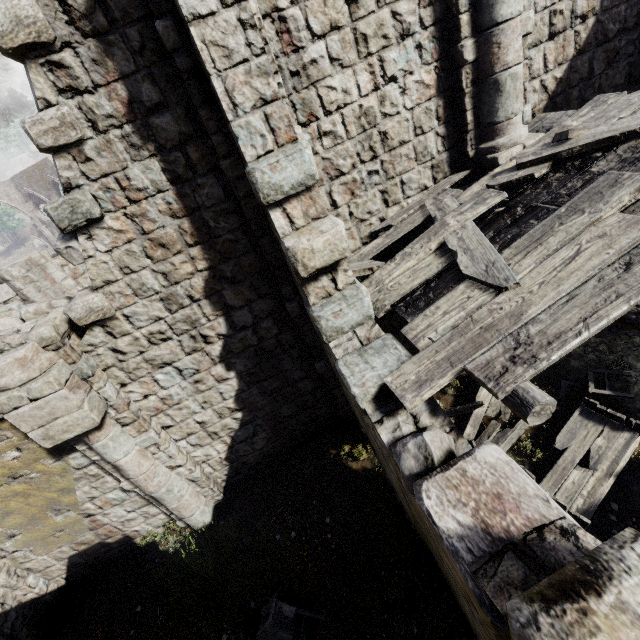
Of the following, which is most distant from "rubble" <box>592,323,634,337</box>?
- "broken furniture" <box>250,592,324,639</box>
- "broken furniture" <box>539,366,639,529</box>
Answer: "broken furniture" <box>250,592,324,639</box>

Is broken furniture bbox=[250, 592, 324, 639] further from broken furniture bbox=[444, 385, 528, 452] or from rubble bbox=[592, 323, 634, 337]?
rubble bbox=[592, 323, 634, 337]

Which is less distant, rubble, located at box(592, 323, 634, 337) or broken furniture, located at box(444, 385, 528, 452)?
broken furniture, located at box(444, 385, 528, 452)

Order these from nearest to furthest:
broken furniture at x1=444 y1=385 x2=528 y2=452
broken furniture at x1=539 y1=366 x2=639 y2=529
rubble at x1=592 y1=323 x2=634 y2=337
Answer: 1. broken furniture at x1=539 y1=366 x2=639 y2=529
2. broken furniture at x1=444 y1=385 x2=528 y2=452
3. rubble at x1=592 y1=323 x2=634 y2=337

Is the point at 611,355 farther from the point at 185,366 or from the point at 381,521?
the point at 185,366

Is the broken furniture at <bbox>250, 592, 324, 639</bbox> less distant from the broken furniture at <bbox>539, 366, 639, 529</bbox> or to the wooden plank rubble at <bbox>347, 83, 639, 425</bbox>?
the broken furniture at <bbox>539, 366, 639, 529</bbox>

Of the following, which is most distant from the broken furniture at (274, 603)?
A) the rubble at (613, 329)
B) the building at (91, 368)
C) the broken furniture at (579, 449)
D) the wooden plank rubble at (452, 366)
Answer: the rubble at (613, 329)

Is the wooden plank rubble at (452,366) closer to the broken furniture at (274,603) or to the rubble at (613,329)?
the rubble at (613,329)
